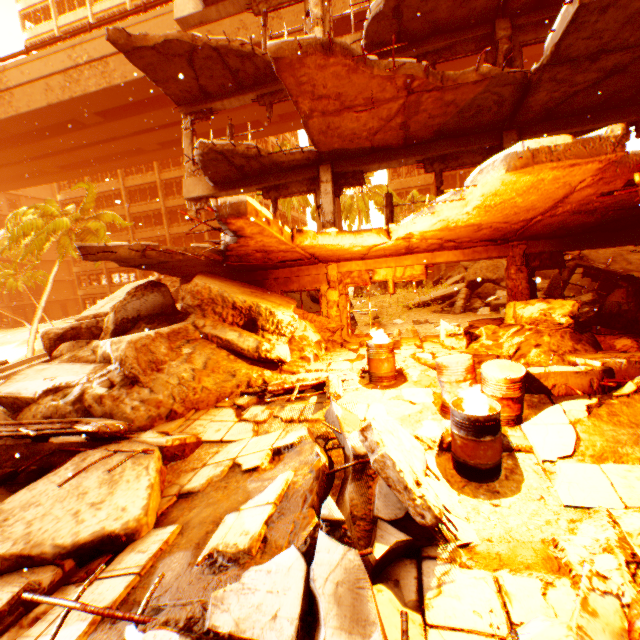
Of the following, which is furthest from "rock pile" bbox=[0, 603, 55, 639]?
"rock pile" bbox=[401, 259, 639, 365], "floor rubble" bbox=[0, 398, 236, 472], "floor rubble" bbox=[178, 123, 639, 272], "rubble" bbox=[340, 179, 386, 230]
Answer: "rubble" bbox=[340, 179, 386, 230]

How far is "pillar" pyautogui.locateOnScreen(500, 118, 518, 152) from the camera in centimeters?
834cm

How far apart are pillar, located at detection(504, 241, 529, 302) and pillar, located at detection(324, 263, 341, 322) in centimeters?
456cm

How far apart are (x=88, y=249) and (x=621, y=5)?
11.1 meters

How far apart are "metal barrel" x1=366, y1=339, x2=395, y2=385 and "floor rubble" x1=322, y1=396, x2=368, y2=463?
1.9 meters

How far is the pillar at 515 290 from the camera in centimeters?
830cm

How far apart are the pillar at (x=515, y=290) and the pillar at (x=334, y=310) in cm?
456

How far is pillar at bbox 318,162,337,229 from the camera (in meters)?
9.58
